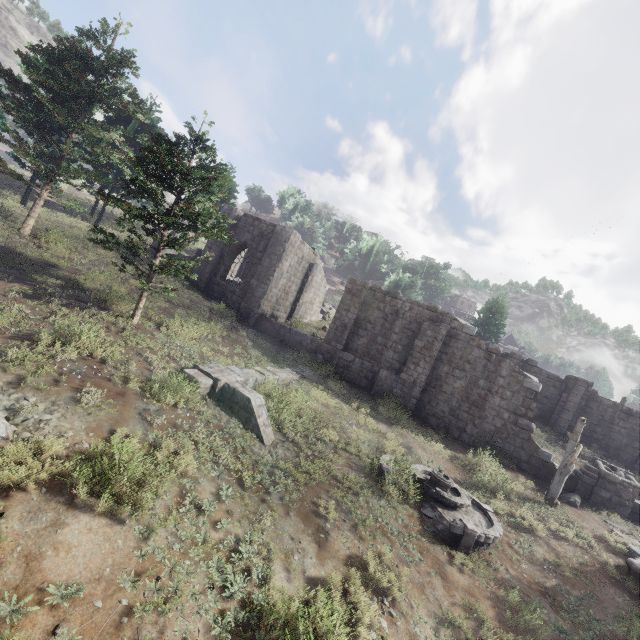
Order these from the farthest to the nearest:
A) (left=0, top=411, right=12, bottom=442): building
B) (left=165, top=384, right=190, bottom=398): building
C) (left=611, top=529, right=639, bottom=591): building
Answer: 1. (left=611, top=529, right=639, bottom=591): building
2. (left=165, top=384, right=190, bottom=398): building
3. (left=0, top=411, right=12, bottom=442): building

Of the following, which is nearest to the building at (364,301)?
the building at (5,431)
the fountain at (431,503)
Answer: the fountain at (431,503)

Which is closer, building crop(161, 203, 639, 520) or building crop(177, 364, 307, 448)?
building crop(177, 364, 307, 448)

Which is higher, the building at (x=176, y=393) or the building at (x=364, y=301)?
the building at (x=364, y=301)

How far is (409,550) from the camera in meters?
8.0 m

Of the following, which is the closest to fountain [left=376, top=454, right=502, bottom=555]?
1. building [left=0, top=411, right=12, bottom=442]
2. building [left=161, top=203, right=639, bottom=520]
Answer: building [left=161, top=203, right=639, bottom=520]

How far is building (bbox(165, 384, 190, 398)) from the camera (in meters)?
8.59
